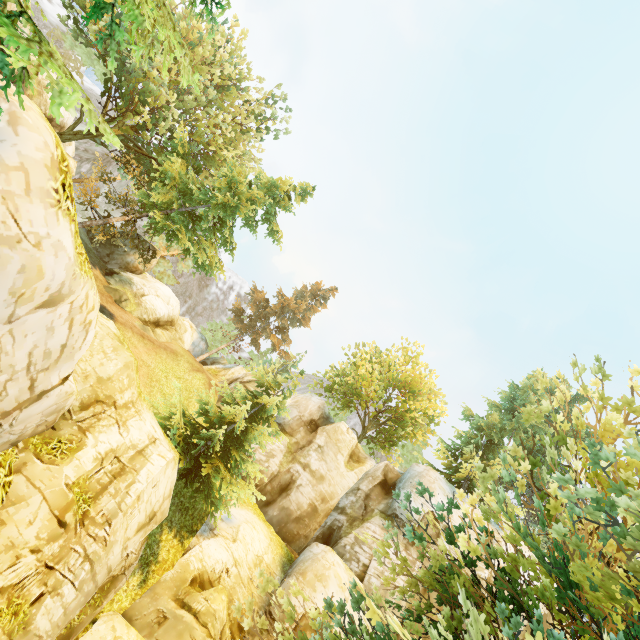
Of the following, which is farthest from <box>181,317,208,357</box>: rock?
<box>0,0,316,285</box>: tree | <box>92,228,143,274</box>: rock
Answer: <box>92,228,143,274</box>: rock

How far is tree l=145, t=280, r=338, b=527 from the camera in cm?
1524

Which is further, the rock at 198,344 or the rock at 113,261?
the rock at 198,344

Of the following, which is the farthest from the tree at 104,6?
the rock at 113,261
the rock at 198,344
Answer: the rock at 113,261

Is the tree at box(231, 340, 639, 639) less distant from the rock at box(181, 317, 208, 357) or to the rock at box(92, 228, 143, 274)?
the rock at box(181, 317, 208, 357)

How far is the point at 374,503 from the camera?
21.9m
